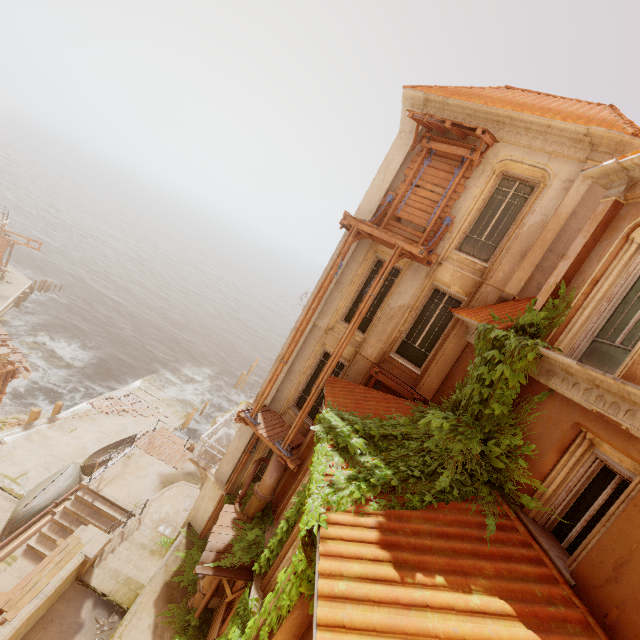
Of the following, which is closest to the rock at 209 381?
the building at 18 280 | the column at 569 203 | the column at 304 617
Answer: the building at 18 280

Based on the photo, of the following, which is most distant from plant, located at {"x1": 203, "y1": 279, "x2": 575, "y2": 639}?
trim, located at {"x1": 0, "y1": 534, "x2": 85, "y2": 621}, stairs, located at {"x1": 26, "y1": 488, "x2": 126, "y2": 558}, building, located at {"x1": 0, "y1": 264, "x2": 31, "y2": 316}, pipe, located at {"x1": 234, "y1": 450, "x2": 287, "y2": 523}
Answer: building, located at {"x1": 0, "y1": 264, "x2": 31, "y2": 316}

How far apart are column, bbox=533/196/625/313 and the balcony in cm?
1293

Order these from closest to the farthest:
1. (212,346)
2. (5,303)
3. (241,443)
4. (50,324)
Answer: (241,443), (5,303), (50,324), (212,346)

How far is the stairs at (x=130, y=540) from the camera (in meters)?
10.32

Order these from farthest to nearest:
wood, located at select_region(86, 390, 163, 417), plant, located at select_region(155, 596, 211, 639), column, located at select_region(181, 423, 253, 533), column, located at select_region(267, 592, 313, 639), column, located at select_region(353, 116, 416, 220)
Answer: wood, located at select_region(86, 390, 163, 417) < column, located at select_region(181, 423, 253, 533) < column, located at select_region(353, 116, 416, 220) < plant, located at select_region(155, 596, 211, 639) < column, located at select_region(267, 592, 313, 639)

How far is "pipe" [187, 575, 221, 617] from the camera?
10.3m

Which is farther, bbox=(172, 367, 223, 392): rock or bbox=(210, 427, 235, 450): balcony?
bbox=(172, 367, 223, 392): rock
